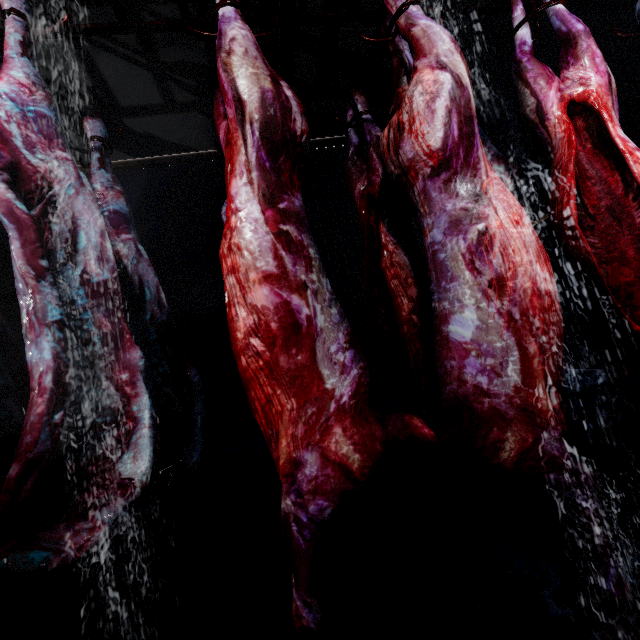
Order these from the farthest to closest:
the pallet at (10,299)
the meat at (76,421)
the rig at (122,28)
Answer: the pallet at (10,299) < the rig at (122,28) < the meat at (76,421)

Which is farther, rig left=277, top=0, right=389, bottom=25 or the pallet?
the pallet

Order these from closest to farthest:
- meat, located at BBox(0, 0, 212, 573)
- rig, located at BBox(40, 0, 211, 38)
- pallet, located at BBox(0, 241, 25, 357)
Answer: meat, located at BBox(0, 0, 212, 573) → rig, located at BBox(40, 0, 211, 38) → pallet, located at BBox(0, 241, 25, 357)

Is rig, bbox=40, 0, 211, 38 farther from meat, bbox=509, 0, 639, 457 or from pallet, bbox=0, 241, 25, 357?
pallet, bbox=0, 241, 25, 357

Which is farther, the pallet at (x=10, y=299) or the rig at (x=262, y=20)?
the pallet at (x=10, y=299)

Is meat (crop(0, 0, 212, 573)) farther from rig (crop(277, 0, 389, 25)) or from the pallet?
the pallet

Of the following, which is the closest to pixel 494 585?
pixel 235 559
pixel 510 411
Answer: pixel 510 411
